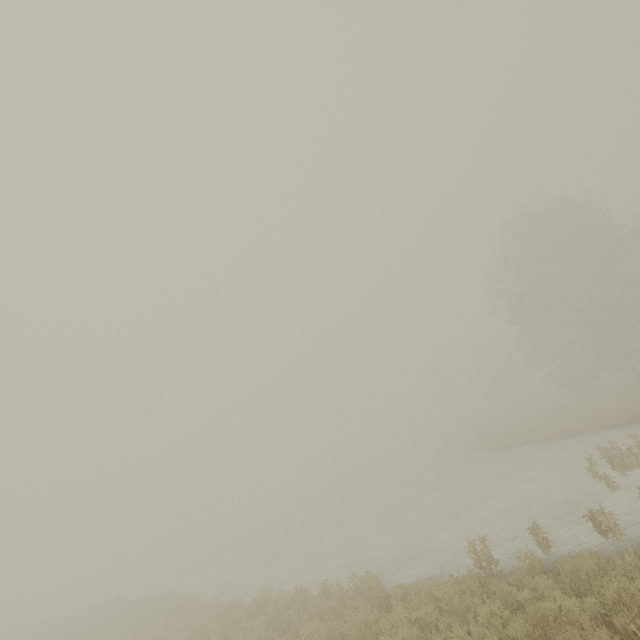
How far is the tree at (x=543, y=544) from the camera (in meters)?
8.91

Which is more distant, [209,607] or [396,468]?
[396,468]

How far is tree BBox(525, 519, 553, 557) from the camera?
8.9m
